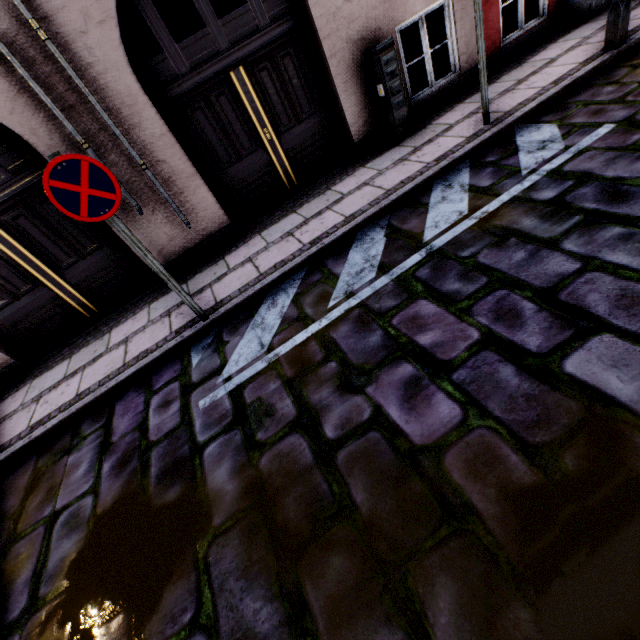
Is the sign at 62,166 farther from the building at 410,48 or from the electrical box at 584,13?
the electrical box at 584,13

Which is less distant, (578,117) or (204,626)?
(204,626)

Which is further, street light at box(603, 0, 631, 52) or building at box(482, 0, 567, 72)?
building at box(482, 0, 567, 72)

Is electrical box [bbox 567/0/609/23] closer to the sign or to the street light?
the street light

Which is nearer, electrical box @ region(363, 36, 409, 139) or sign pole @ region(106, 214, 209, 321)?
sign pole @ region(106, 214, 209, 321)

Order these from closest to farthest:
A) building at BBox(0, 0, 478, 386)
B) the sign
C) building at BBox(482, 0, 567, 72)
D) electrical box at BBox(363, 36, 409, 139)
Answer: the sign, building at BBox(0, 0, 478, 386), electrical box at BBox(363, 36, 409, 139), building at BBox(482, 0, 567, 72)

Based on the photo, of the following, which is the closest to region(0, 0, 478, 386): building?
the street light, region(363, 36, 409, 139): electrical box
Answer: region(363, 36, 409, 139): electrical box

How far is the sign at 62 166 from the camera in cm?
260
